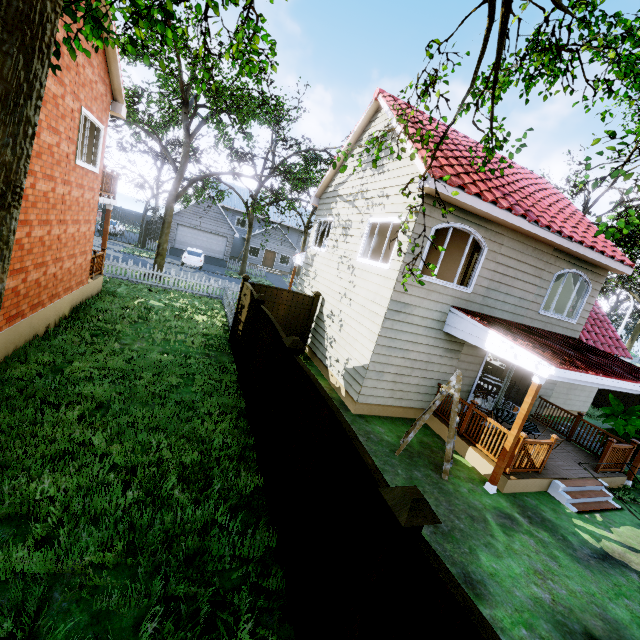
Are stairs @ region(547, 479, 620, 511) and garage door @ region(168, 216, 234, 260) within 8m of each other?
no

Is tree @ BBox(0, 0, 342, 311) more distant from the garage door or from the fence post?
the fence post

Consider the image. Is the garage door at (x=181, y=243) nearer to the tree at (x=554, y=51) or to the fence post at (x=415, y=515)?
the tree at (x=554, y=51)

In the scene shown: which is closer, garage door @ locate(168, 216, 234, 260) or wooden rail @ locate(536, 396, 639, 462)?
wooden rail @ locate(536, 396, 639, 462)

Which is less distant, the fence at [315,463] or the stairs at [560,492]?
the fence at [315,463]

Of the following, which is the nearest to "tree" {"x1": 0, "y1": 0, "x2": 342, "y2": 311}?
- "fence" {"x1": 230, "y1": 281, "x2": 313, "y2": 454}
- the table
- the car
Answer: "fence" {"x1": 230, "y1": 281, "x2": 313, "y2": 454}

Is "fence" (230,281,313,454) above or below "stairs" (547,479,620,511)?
above

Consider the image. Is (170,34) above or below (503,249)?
above
